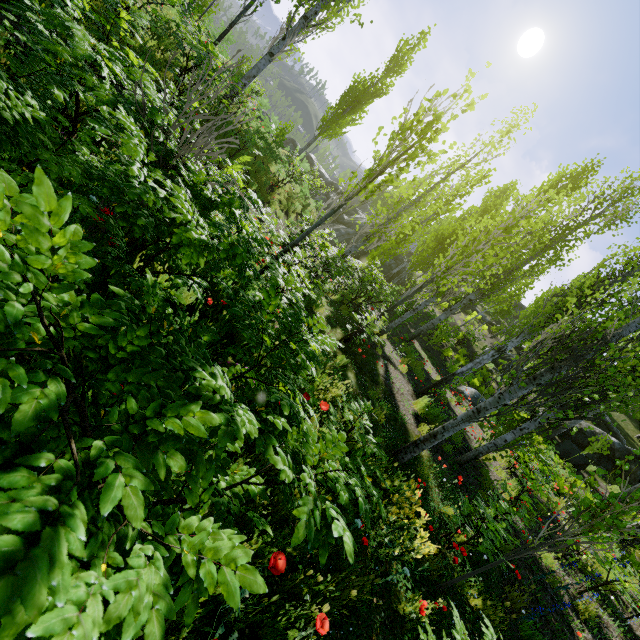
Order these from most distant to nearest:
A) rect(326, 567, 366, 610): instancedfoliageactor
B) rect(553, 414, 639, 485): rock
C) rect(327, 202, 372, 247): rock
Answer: rect(327, 202, 372, 247): rock, rect(553, 414, 639, 485): rock, rect(326, 567, 366, 610): instancedfoliageactor

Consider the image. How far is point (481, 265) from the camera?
7.6 meters

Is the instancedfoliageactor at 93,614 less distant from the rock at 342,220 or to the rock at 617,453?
the rock at 617,453

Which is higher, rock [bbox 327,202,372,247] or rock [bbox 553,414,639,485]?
rock [bbox 553,414,639,485]

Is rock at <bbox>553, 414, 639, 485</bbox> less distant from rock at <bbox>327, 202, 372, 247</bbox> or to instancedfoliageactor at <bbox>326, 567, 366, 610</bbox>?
instancedfoliageactor at <bbox>326, 567, 366, 610</bbox>

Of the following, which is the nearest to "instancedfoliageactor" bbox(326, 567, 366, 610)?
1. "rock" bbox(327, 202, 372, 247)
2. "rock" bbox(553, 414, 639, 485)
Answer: "rock" bbox(553, 414, 639, 485)
